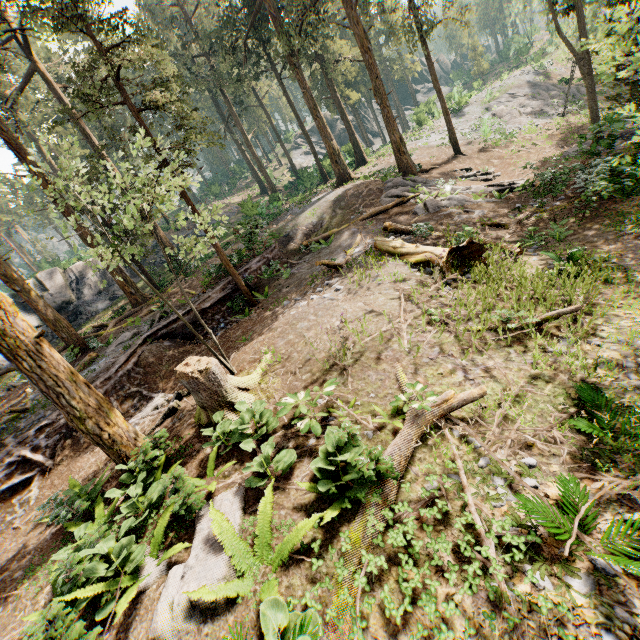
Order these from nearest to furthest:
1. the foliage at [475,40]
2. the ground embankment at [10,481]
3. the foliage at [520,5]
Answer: the ground embankment at [10,481] → the foliage at [520,5] → the foliage at [475,40]

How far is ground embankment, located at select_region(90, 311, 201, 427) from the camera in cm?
1142

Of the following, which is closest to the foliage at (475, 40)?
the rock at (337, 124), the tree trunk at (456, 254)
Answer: the rock at (337, 124)

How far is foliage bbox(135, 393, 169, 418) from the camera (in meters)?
10.70

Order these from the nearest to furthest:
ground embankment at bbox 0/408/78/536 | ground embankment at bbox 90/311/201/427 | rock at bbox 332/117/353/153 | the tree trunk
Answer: ground embankment at bbox 0/408/78/536
the tree trunk
ground embankment at bbox 90/311/201/427
rock at bbox 332/117/353/153

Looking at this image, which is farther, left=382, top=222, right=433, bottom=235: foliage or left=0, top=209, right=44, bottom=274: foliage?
left=0, top=209, right=44, bottom=274: foliage

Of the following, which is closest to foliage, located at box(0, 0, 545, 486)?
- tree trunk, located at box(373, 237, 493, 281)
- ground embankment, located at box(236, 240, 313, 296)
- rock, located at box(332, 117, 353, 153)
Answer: ground embankment, located at box(236, 240, 313, 296)

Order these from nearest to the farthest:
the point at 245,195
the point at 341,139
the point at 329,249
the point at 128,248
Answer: the point at 128,248 → the point at 329,249 → the point at 245,195 → the point at 341,139
